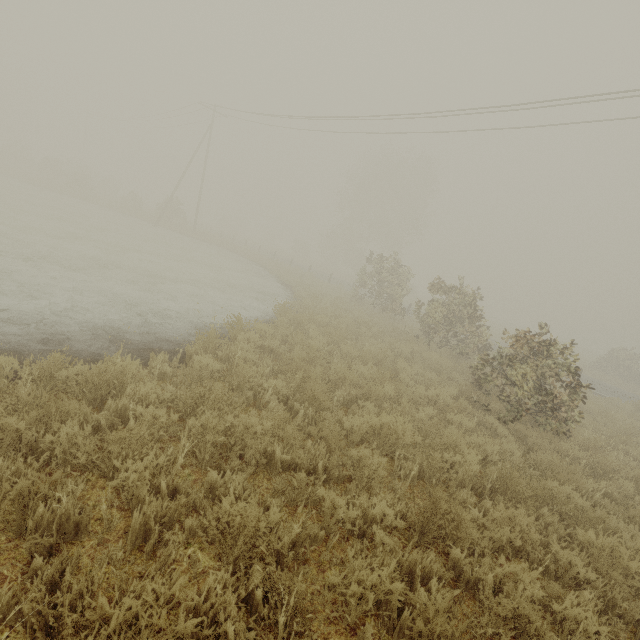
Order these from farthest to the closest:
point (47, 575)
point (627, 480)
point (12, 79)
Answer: point (12, 79) < point (627, 480) < point (47, 575)
